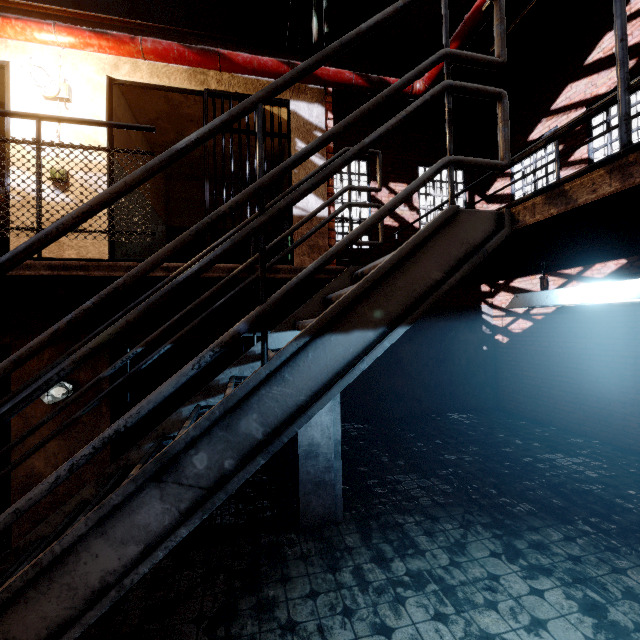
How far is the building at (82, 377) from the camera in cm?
347

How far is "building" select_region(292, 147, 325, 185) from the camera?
4.1m

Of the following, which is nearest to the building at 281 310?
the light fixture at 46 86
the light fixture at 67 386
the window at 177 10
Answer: the light fixture at 67 386

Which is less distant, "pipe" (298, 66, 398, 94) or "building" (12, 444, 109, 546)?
"building" (12, 444, 109, 546)

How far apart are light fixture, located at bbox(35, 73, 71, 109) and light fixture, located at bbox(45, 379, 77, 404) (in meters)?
2.99

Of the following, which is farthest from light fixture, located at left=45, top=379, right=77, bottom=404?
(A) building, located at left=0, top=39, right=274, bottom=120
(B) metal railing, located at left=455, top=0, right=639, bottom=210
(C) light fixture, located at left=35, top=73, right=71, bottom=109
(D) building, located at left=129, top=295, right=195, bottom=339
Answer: (C) light fixture, located at left=35, top=73, right=71, bottom=109

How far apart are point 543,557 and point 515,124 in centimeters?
966cm
